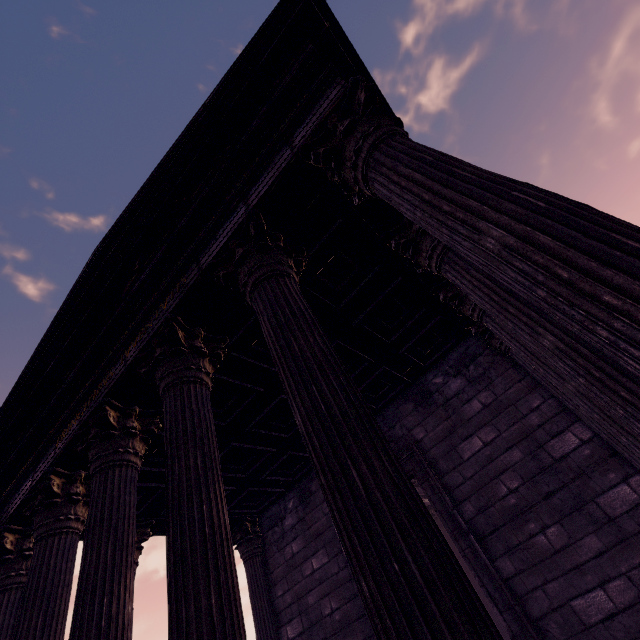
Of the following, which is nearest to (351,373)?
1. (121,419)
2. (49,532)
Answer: (121,419)

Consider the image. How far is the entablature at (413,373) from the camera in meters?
5.9 m

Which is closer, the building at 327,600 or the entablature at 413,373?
the building at 327,600

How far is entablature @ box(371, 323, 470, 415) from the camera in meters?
5.9

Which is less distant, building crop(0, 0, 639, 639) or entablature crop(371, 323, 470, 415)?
building crop(0, 0, 639, 639)
